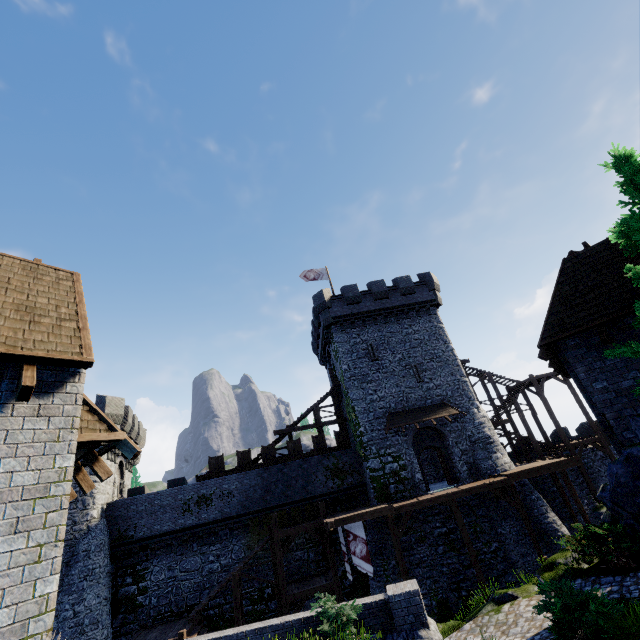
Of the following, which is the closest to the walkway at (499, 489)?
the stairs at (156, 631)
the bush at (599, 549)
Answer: the stairs at (156, 631)

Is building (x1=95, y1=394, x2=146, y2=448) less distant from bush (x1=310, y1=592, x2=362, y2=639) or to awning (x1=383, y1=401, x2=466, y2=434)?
bush (x1=310, y1=592, x2=362, y2=639)

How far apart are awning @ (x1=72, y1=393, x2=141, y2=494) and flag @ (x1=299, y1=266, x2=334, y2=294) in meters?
24.2

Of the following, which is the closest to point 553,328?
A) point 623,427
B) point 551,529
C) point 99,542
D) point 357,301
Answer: point 623,427

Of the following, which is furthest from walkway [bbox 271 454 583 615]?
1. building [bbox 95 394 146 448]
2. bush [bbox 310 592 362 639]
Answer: building [bbox 95 394 146 448]

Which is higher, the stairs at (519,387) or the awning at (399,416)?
the stairs at (519,387)

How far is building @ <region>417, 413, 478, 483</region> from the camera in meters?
22.6 m

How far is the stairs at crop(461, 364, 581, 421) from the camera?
27.8m
